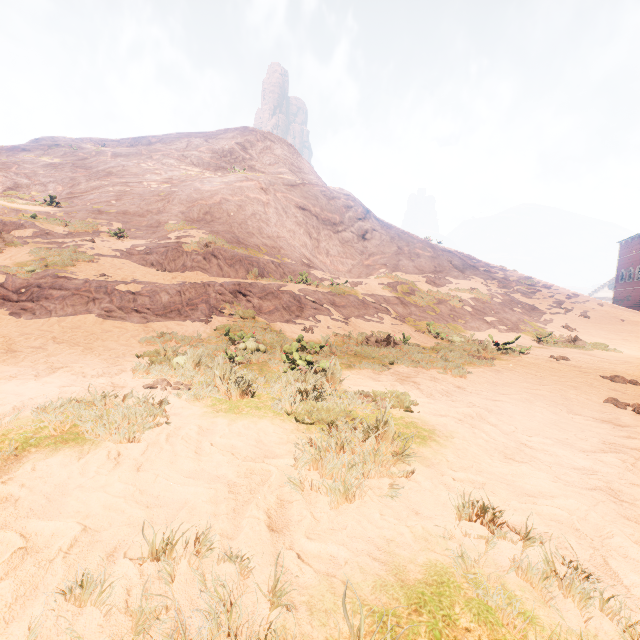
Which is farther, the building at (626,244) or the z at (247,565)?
the building at (626,244)

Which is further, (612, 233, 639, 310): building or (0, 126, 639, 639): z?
(612, 233, 639, 310): building

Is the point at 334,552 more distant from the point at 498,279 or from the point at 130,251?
the point at 498,279
